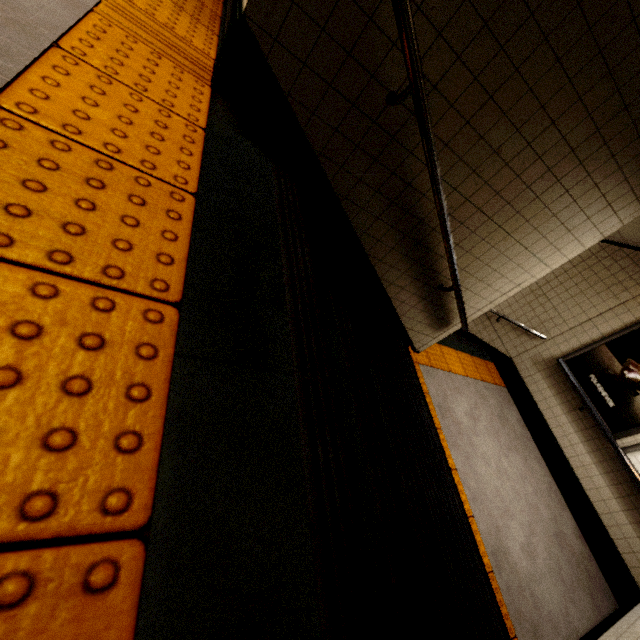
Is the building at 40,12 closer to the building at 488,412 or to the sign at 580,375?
the building at 488,412

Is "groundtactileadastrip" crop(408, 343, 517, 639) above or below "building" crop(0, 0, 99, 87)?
below

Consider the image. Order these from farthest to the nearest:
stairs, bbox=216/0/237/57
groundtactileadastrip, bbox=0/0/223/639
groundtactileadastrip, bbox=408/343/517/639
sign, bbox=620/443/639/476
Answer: sign, bbox=620/443/639/476 → groundtactileadastrip, bbox=408/343/517/639 → stairs, bbox=216/0/237/57 → groundtactileadastrip, bbox=0/0/223/639

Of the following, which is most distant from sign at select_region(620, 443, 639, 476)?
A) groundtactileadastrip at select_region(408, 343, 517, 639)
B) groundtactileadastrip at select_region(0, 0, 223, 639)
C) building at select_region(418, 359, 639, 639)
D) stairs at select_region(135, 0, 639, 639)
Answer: groundtactileadastrip at select_region(0, 0, 223, 639)

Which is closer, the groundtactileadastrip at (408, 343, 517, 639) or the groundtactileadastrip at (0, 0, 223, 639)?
the groundtactileadastrip at (0, 0, 223, 639)

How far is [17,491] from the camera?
0.4 meters

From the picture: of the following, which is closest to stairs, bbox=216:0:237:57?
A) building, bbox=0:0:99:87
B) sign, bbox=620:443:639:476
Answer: building, bbox=0:0:99:87

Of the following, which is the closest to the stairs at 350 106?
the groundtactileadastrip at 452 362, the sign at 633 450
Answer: the groundtactileadastrip at 452 362
